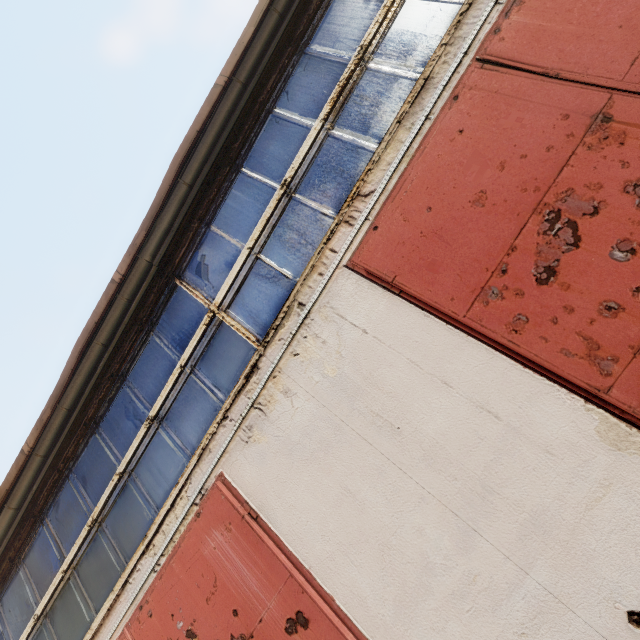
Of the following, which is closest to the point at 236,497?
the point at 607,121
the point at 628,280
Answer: the point at 628,280
